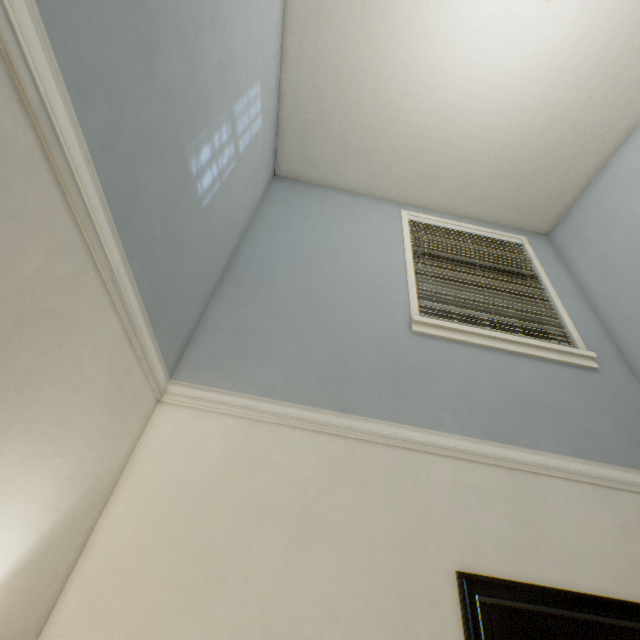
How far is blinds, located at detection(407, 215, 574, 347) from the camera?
2.4 meters

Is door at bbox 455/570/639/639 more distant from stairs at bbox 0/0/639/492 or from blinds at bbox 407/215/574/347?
blinds at bbox 407/215/574/347

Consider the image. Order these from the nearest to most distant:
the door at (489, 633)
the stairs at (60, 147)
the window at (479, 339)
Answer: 1. the stairs at (60, 147)
2. the door at (489, 633)
3. the window at (479, 339)

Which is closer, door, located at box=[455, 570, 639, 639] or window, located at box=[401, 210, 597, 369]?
door, located at box=[455, 570, 639, 639]

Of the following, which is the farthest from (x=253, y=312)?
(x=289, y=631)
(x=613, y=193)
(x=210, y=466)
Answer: (x=613, y=193)

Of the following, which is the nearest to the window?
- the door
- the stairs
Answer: the stairs

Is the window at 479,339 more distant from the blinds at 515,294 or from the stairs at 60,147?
the stairs at 60,147

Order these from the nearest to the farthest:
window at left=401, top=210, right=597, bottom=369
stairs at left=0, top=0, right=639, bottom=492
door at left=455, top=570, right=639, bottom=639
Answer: stairs at left=0, top=0, right=639, bottom=492, door at left=455, top=570, right=639, bottom=639, window at left=401, top=210, right=597, bottom=369
